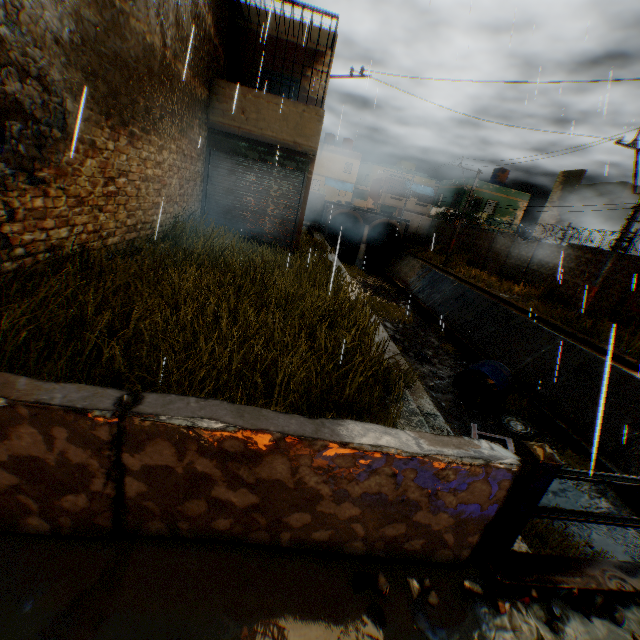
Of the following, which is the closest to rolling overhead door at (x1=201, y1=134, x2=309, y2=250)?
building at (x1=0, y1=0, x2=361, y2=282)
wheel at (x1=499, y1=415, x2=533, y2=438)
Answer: building at (x1=0, y1=0, x2=361, y2=282)

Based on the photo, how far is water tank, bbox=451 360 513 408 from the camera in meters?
10.9 m

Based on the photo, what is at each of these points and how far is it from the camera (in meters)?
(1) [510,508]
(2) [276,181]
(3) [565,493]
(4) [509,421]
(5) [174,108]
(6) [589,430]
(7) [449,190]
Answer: (1) bridge, 2.21
(2) rolling overhead door, 11.10
(3) concrete channel, 7.80
(4) wheel, 10.21
(5) building, 7.54
(6) concrete channel, 9.53
(7) building, 36.47

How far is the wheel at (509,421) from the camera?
9.66m

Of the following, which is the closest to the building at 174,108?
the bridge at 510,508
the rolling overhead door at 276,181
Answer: the rolling overhead door at 276,181

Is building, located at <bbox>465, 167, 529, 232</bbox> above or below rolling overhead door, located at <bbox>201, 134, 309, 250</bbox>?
above

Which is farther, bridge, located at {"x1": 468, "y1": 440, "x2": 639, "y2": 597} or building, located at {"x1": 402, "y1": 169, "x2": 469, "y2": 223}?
building, located at {"x1": 402, "y1": 169, "x2": 469, "y2": 223}
